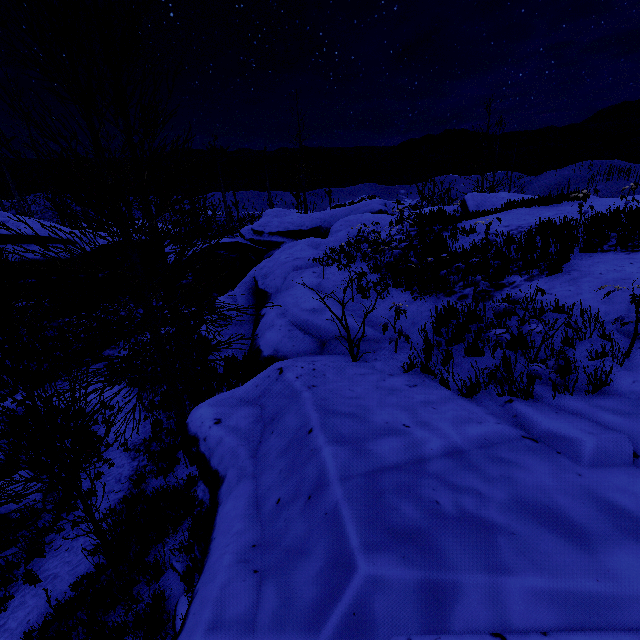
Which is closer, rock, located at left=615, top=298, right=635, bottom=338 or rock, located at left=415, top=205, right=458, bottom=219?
rock, located at left=615, top=298, right=635, bottom=338

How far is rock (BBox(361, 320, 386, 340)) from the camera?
6.6m

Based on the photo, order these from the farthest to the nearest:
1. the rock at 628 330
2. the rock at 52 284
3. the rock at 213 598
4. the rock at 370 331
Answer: the rock at 52 284 → the rock at 370 331 → the rock at 628 330 → the rock at 213 598

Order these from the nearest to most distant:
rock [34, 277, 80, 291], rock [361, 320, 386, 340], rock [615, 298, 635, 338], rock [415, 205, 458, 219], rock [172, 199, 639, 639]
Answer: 1. rock [172, 199, 639, 639]
2. rock [615, 298, 635, 338]
3. rock [361, 320, 386, 340]
4. rock [415, 205, 458, 219]
5. rock [34, 277, 80, 291]

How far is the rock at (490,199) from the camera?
12.7m

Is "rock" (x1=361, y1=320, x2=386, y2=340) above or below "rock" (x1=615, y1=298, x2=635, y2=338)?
below

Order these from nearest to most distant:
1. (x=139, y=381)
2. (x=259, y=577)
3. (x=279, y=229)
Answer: (x=259, y=577), (x=139, y=381), (x=279, y=229)
